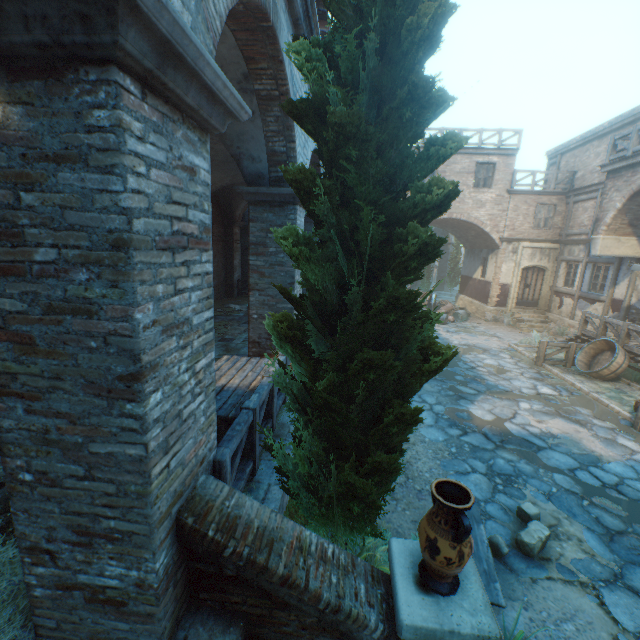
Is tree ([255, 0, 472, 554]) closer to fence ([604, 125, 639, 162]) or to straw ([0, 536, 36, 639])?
straw ([0, 536, 36, 639])

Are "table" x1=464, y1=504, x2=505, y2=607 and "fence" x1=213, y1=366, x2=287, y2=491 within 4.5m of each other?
yes

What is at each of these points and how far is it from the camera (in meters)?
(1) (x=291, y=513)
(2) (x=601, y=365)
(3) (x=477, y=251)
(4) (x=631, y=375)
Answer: (1) plants, 4.05
(2) cask, 11.08
(3) building, 21.53
(4) plants, 10.98

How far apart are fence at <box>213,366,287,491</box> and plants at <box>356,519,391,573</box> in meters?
0.6

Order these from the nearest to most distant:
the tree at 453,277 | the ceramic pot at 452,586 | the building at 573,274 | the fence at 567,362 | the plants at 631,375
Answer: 1. the ceramic pot at 452,586
2. the plants at 631,375
3. the fence at 567,362
4. the building at 573,274
5. the tree at 453,277

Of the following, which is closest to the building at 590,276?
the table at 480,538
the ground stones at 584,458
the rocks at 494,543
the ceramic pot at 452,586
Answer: the ground stones at 584,458

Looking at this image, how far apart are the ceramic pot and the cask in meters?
11.2

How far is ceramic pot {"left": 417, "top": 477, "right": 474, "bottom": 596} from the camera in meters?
2.3
